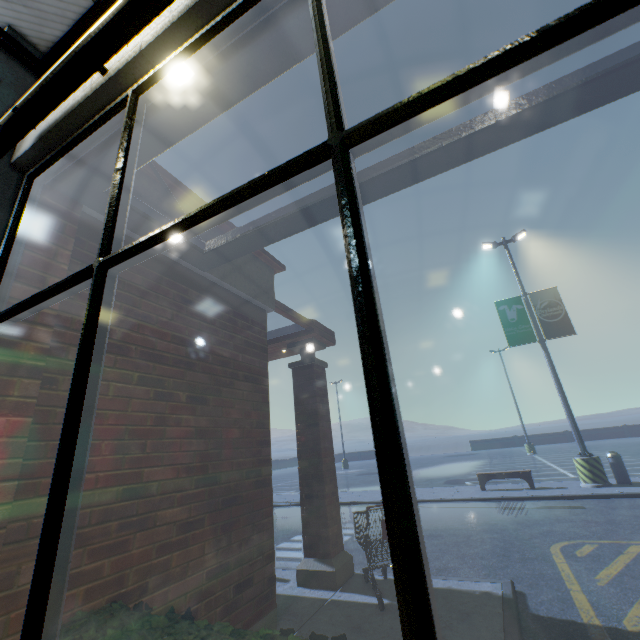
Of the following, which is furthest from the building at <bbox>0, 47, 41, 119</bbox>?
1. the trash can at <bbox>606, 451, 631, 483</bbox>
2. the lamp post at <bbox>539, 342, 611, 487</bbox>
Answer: the trash can at <bbox>606, 451, 631, 483</bbox>

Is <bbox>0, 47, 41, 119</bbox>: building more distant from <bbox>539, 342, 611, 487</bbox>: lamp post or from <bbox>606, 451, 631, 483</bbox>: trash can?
<bbox>606, 451, 631, 483</bbox>: trash can

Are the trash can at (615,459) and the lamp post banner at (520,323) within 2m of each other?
no

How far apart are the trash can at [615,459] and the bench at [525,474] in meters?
2.4 m

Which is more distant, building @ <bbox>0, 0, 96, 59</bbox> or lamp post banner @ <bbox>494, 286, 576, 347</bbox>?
lamp post banner @ <bbox>494, 286, 576, 347</bbox>

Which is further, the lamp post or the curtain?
the lamp post

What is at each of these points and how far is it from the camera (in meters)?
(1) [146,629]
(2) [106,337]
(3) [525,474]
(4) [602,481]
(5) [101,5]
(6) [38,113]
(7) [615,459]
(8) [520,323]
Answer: (1) hedge, 1.78
(2) building, 1.27
(3) bench, 11.39
(4) lamp post, 10.34
(5) pipe, 2.10
(6) curtain, 1.61
(7) trash can, 10.69
(8) lamp post banner, 13.06

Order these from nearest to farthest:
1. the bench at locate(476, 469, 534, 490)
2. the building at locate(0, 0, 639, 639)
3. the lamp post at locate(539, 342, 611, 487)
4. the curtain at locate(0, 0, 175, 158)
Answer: the building at locate(0, 0, 639, 639) → the curtain at locate(0, 0, 175, 158) → the lamp post at locate(539, 342, 611, 487) → the bench at locate(476, 469, 534, 490)
